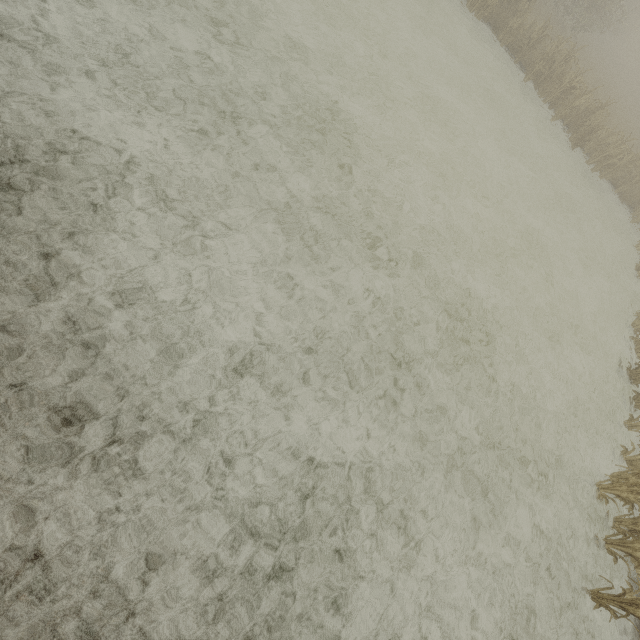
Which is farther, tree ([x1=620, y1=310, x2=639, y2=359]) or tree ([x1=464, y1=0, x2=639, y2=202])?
tree ([x1=464, y1=0, x2=639, y2=202])

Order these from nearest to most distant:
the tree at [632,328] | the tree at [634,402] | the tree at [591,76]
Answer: the tree at [634,402]
the tree at [632,328]
the tree at [591,76]

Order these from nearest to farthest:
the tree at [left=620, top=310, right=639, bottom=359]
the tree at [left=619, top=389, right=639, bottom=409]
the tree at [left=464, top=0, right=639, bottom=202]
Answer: the tree at [left=619, top=389, right=639, bottom=409] → the tree at [left=620, top=310, right=639, bottom=359] → the tree at [left=464, top=0, right=639, bottom=202]

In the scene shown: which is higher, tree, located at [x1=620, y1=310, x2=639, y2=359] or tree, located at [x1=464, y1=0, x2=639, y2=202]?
tree, located at [x1=464, y1=0, x2=639, y2=202]

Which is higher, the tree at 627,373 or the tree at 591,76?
the tree at 591,76

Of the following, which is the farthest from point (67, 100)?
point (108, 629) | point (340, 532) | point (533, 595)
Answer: point (533, 595)

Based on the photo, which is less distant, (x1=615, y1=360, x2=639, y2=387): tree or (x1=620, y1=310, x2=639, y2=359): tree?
(x1=615, y1=360, x2=639, y2=387): tree
